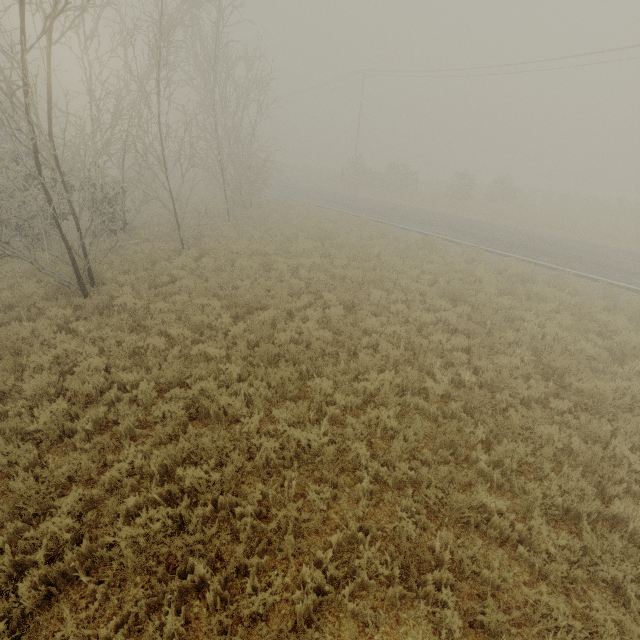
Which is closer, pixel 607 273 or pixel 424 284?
pixel 424 284
